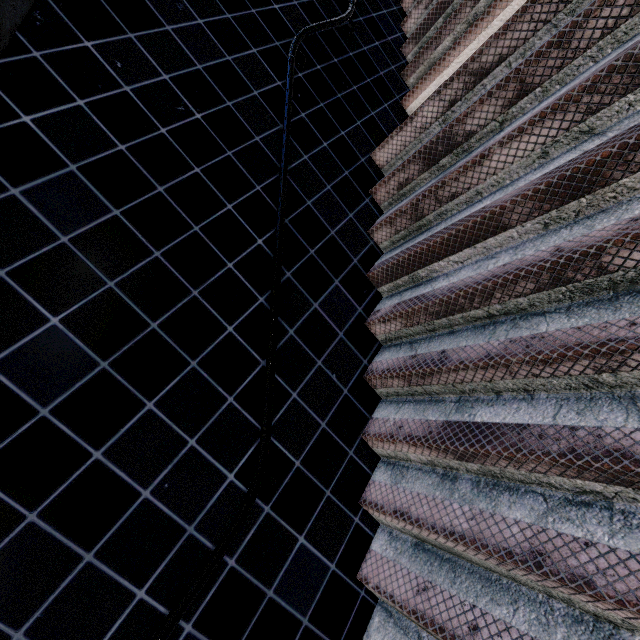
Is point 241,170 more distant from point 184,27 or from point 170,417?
point 170,417
